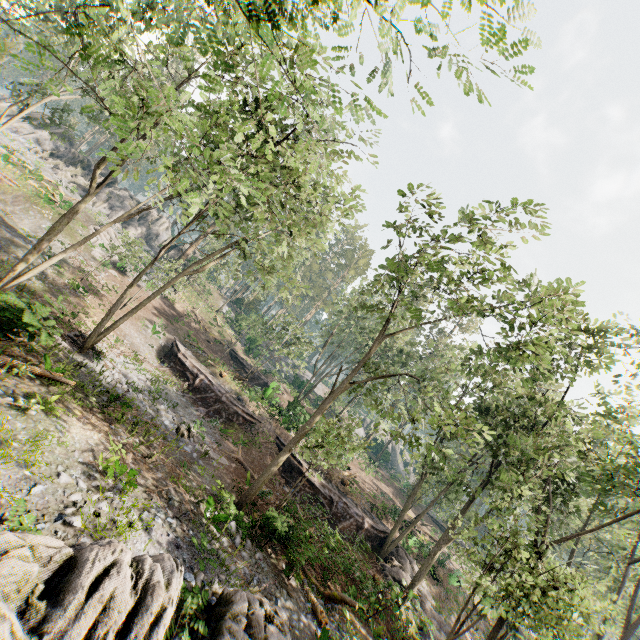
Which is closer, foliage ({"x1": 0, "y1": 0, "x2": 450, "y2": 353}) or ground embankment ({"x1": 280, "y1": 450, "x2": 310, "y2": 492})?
foliage ({"x1": 0, "y1": 0, "x2": 450, "y2": 353})

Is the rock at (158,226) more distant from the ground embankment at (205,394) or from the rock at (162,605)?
the rock at (162,605)

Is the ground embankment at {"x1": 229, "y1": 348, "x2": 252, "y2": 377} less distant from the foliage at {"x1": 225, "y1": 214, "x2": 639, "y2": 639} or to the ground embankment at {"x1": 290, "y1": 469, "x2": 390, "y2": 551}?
the foliage at {"x1": 225, "y1": 214, "x2": 639, "y2": 639}

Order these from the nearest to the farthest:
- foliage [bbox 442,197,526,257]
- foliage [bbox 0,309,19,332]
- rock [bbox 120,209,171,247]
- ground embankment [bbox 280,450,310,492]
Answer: foliage [bbox 0,309,19,332] < foliage [bbox 442,197,526,257] < ground embankment [bbox 280,450,310,492] < rock [bbox 120,209,171,247]

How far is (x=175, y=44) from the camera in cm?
696

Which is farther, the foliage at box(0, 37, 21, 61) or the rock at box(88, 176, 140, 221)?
the rock at box(88, 176, 140, 221)

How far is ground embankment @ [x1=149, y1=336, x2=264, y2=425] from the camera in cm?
2458

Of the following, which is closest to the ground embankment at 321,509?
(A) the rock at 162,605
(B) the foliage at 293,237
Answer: (B) the foliage at 293,237
